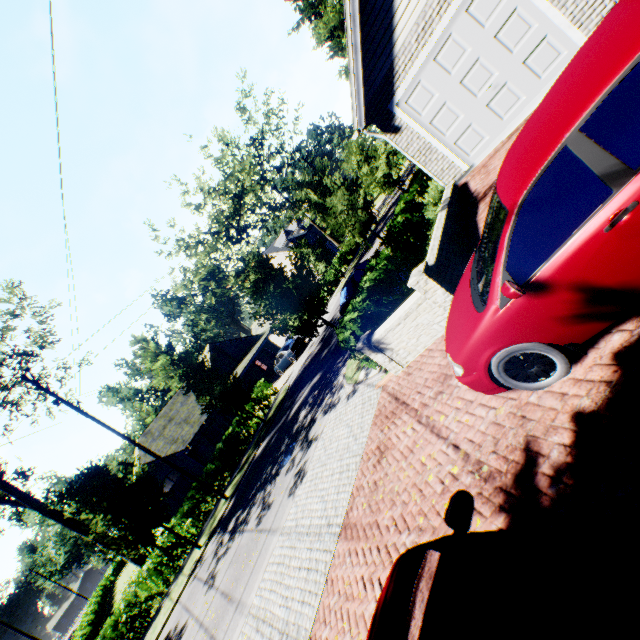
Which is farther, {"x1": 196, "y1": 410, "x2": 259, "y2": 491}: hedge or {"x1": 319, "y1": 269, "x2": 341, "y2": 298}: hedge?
{"x1": 319, "y1": 269, "x2": 341, "y2": 298}: hedge

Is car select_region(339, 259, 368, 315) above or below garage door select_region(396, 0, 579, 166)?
Answer: below

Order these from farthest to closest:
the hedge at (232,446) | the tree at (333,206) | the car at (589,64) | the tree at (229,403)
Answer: the hedge at (232,446), the tree at (229,403), the tree at (333,206), the car at (589,64)

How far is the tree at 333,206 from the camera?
12.75m

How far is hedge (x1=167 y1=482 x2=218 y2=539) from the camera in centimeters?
1811cm

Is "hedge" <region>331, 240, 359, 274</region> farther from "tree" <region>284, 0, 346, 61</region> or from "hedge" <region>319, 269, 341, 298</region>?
"tree" <region>284, 0, 346, 61</region>

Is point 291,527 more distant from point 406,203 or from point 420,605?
point 406,203

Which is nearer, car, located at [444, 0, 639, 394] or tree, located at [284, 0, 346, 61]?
car, located at [444, 0, 639, 394]
